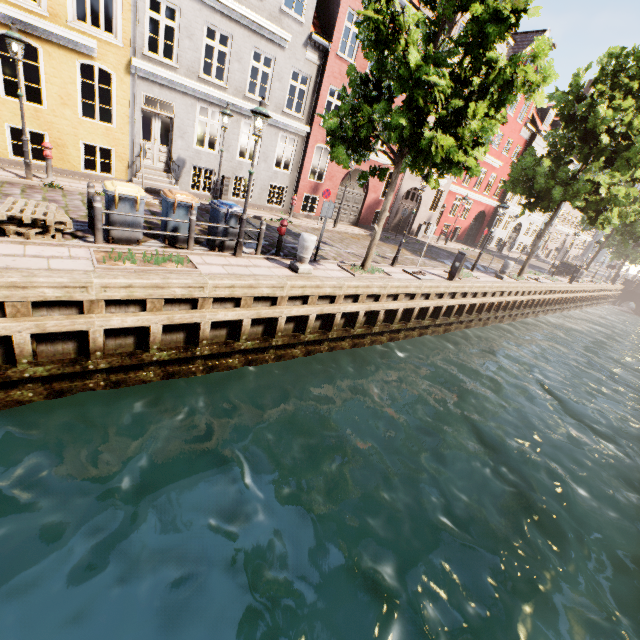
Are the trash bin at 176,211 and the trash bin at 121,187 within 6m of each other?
yes

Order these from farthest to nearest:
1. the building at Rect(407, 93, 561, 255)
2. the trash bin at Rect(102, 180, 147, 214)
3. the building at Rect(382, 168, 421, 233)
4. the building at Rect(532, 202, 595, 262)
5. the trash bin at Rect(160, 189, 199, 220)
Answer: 1. the building at Rect(532, 202, 595, 262)
2. the building at Rect(407, 93, 561, 255)
3. the building at Rect(382, 168, 421, 233)
4. the trash bin at Rect(160, 189, 199, 220)
5. the trash bin at Rect(102, 180, 147, 214)

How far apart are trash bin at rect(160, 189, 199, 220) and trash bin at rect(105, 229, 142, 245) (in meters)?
0.43

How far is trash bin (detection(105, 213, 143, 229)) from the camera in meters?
7.4 m

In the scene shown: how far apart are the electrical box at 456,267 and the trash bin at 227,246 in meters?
9.2

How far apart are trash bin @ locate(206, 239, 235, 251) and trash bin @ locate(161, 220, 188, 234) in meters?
0.3

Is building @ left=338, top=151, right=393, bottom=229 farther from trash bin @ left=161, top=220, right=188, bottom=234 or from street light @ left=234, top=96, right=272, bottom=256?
street light @ left=234, top=96, right=272, bottom=256

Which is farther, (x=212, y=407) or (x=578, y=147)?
(x=578, y=147)
